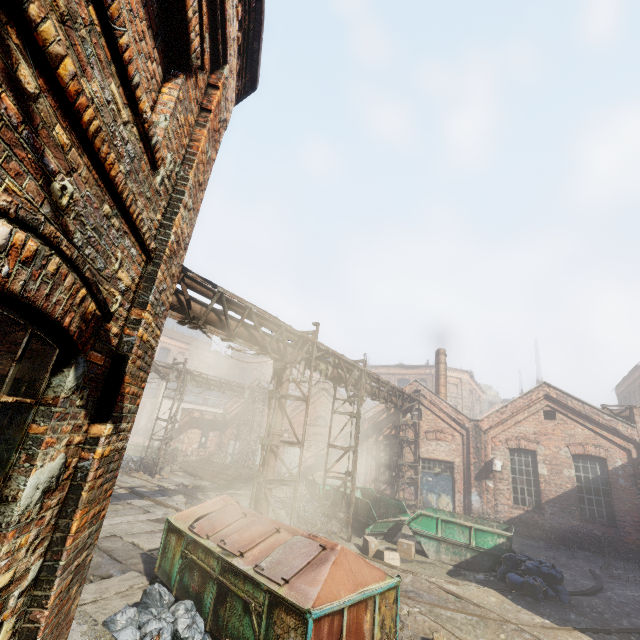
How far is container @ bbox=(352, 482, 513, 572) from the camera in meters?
10.6

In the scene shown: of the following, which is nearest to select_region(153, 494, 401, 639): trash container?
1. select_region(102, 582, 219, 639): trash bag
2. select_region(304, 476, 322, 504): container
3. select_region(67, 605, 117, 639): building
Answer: select_region(102, 582, 219, 639): trash bag

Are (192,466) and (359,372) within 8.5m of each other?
no

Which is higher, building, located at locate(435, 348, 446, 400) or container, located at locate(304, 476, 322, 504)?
building, located at locate(435, 348, 446, 400)

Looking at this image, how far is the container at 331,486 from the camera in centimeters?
1494cm

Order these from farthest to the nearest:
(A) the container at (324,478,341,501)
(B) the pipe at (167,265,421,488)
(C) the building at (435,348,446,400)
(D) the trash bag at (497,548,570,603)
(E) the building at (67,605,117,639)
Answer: (C) the building at (435,348,446,400) < (A) the container at (324,478,341,501) < (D) the trash bag at (497,548,570,603) < (B) the pipe at (167,265,421,488) < (E) the building at (67,605,117,639)

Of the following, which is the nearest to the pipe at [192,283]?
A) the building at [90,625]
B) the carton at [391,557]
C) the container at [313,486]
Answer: the building at [90,625]

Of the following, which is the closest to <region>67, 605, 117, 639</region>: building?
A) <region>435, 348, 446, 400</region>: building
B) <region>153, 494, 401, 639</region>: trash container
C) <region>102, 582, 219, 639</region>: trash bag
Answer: <region>102, 582, 219, 639</region>: trash bag
